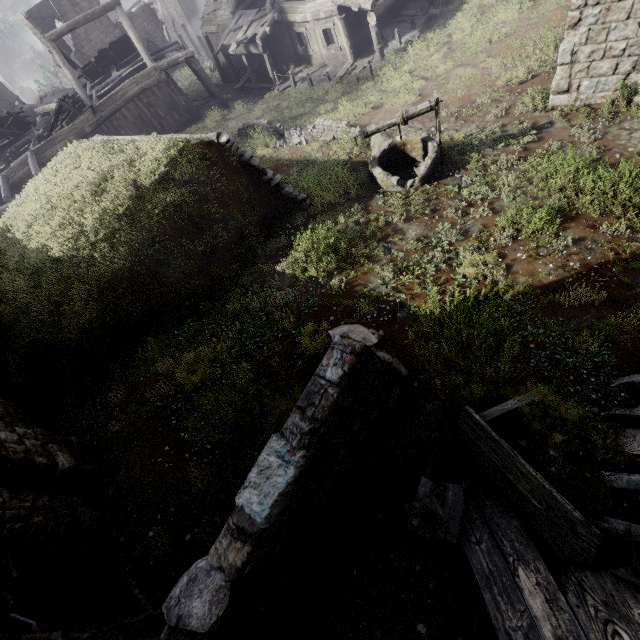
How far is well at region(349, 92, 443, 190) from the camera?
8.6m

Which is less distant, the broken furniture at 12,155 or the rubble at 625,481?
the rubble at 625,481

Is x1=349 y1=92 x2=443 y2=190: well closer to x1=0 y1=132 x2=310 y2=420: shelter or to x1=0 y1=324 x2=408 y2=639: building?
x1=0 y1=132 x2=310 y2=420: shelter

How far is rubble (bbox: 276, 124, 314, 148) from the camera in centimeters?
1436cm

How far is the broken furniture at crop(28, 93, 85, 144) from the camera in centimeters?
1934cm

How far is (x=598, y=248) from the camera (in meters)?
6.14

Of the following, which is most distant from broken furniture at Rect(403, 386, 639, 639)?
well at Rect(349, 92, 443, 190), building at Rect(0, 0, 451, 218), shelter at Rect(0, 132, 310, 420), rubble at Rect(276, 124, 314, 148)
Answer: rubble at Rect(276, 124, 314, 148)

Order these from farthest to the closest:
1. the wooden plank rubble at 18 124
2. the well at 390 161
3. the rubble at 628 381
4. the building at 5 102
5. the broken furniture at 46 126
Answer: the building at 5 102 → the wooden plank rubble at 18 124 → the broken furniture at 46 126 → the well at 390 161 → the rubble at 628 381
